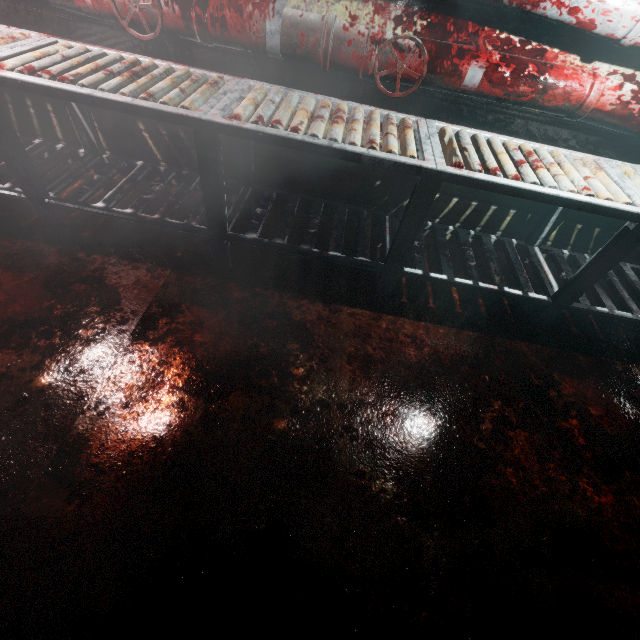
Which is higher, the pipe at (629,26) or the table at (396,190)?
the pipe at (629,26)

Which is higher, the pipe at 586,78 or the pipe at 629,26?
the pipe at 629,26

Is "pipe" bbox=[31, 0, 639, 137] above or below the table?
above

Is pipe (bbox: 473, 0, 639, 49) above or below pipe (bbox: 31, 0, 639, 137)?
above

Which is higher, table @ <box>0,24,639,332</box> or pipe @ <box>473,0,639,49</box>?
pipe @ <box>473,0,639,49</box>

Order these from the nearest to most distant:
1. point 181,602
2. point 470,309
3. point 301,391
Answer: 1. point 181,602
2. point 301,391
3. point 470,309
